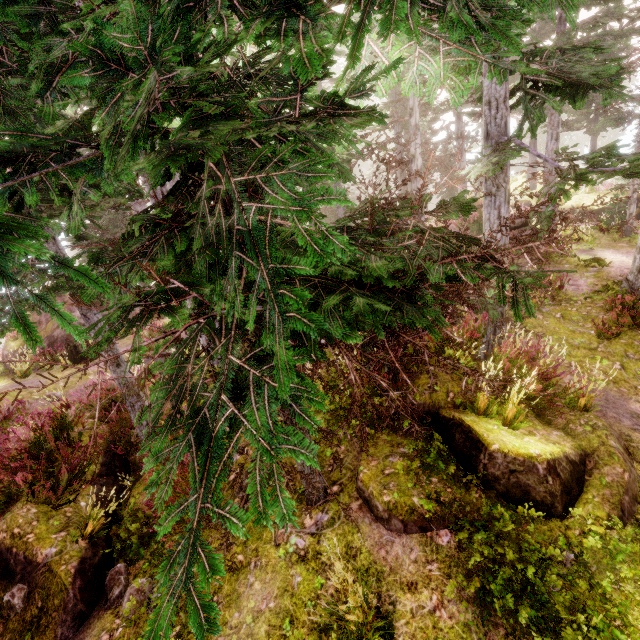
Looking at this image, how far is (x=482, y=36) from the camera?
2.75m

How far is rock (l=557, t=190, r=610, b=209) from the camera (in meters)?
21.52

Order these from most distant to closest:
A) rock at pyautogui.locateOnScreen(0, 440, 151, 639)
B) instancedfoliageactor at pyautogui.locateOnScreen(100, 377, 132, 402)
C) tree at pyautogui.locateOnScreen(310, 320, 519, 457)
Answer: instancedfoliageactor at pyautogui.locateOnScreen(100, 377, 132, 402) → rock at pyautogui.locateOnScreen(0, 440, 151, 639) → tree at pyautogui.locateOnScreen(310, 320, 519, 457)

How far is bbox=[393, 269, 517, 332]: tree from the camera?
3.1 meters

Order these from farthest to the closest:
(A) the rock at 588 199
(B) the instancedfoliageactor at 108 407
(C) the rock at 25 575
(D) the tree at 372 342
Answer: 1. (A) the rock at 588 199
2. (B) the instancedfoliageactor at 108 407
3. (C) the rock at 25 575
4. (D) the tree at 372 342

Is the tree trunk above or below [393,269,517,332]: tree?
below

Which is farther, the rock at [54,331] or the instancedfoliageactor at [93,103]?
the rock at [54,331]

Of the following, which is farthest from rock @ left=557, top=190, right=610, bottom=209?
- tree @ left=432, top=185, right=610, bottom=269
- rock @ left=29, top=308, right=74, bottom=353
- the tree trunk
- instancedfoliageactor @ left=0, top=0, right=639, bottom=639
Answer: the tree trunk
